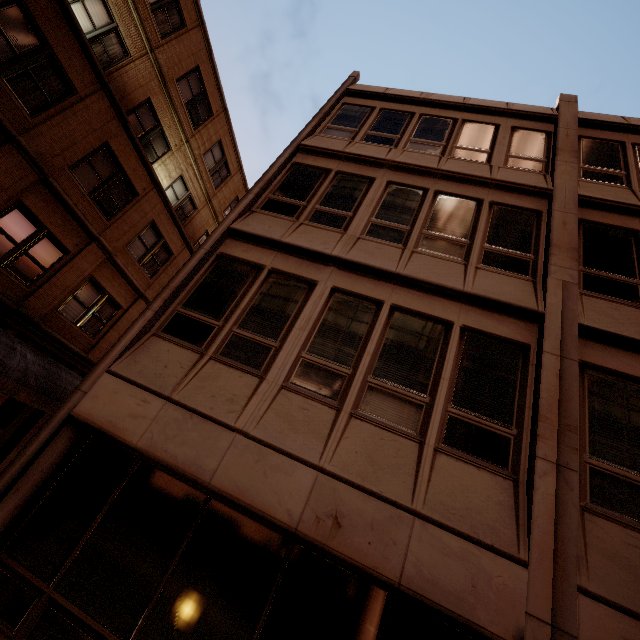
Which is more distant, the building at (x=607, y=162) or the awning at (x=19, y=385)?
the awning at (x=19, y=385)

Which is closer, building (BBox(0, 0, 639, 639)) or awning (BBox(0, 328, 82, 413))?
building (BBox(0, 0, 639, 639))

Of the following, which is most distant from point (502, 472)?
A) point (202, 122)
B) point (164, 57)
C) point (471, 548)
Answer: point (202, 122)
